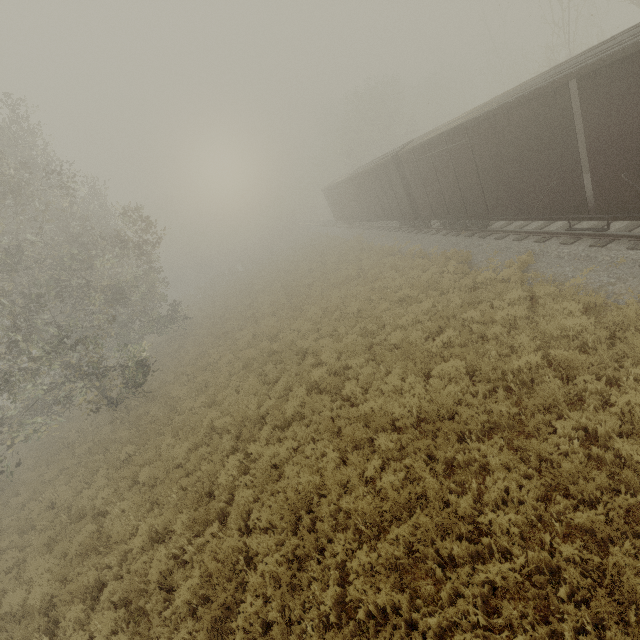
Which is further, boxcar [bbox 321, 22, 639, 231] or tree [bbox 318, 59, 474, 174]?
tree [bbox 318, 59, 474, 174]

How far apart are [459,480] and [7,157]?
21.4 meters

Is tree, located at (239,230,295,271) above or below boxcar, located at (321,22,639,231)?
below

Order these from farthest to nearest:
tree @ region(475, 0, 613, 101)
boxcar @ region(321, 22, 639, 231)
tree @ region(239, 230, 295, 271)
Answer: tree @ region(239, 230, 295, 271), tree @ region(475, 0, 613, 101), boxcar @ region(321, 22, 639, 231)

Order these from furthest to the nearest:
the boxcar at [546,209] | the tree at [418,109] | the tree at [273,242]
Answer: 1. the tree at [273,242]
2. the tree at [418,109]
3. the boxcar at [546,209]

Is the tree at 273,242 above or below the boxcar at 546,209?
below

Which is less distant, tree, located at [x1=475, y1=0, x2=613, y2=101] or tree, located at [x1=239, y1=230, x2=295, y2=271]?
tree, located at [x1=475, y1=0, x2=613, y2=101]
